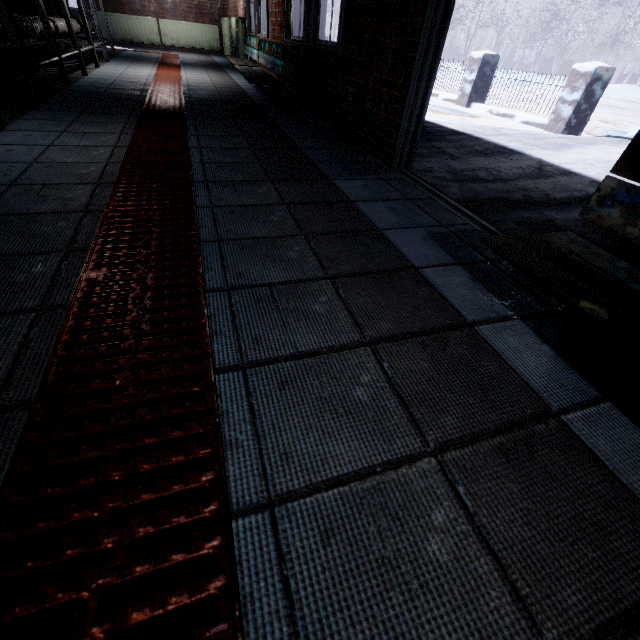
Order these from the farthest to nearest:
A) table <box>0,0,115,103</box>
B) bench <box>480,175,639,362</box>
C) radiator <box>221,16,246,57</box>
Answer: radiator <box>221,16,246,57</box> < table <box>0,0,115,103</box> < bench <box>480,175,639,362</box>

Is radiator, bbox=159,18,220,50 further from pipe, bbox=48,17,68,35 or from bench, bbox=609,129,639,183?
bench, bbox=609,129,639,183

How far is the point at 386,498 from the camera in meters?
0.6 m

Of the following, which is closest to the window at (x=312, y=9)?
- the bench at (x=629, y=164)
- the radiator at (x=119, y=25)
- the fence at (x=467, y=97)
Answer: the bench at (x=629, y=164)

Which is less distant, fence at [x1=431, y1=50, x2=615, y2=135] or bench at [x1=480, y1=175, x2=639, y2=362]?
bench at [x1=480, y1=175, x2=639, y2=362]

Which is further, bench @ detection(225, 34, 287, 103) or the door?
bench @ detection(225, 34, 287, 103)

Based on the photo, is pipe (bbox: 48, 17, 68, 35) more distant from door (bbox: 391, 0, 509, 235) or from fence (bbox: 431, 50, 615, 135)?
fence (bbox: 431, 50, 615, 135)

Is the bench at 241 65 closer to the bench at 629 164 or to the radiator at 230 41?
the radiator at 230 41
